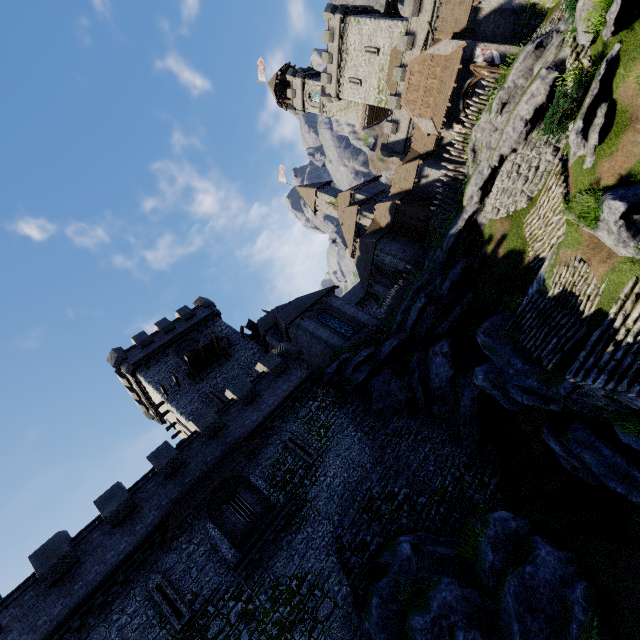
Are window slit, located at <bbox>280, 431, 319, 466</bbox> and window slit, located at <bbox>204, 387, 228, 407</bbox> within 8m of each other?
no

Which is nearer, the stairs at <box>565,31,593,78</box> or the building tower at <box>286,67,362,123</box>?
the stairs at <box>565,31,593,78</box>

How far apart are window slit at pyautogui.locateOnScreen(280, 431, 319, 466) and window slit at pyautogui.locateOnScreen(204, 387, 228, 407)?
8.87m

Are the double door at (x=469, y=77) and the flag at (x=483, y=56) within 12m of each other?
yes

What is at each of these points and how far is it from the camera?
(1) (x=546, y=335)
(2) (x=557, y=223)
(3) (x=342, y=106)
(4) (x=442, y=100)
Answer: (1) stairs, 14.28m
(2) stairs, 15.39m
(3) building tower, 55.84m
(4) awning, 26.67m

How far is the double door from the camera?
23.77m

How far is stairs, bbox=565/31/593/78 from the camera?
12.6 meters

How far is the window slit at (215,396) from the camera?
28.1m
